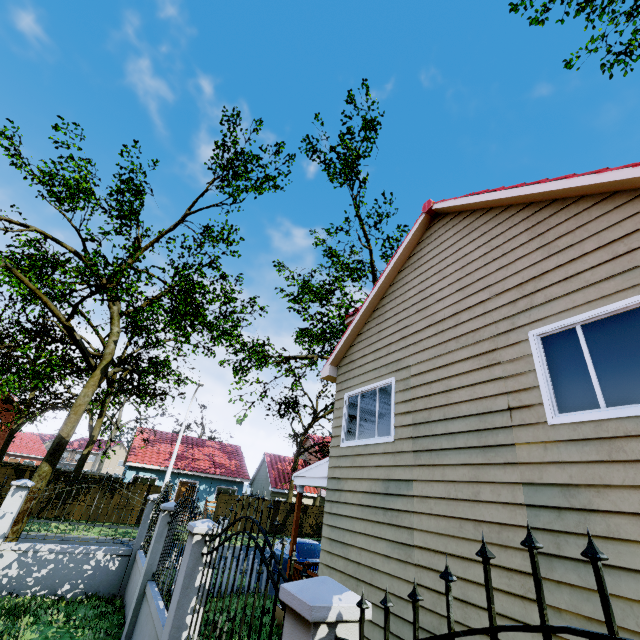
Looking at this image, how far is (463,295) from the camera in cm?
633

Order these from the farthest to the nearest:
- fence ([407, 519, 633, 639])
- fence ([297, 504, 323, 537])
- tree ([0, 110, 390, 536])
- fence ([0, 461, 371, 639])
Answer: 1. fence ([297, 504, 323, 537])
2. tree ([0, 110, 390, 536])
3. fence ([0, 461, 371, 639])
4. fence ([407, 519, 633, 639])

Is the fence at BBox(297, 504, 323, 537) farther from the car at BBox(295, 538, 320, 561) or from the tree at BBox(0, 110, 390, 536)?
the car at BBox(295, 538, 320, 561)

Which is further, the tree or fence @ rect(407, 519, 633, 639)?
the tree

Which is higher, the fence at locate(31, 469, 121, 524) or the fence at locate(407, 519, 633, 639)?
the fence at locate(407, 519, 633, 639)

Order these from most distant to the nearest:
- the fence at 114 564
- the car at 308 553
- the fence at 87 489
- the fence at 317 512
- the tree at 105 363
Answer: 1. the fence at 317 512
2. the car at 308 553
3. the tree at 105 363
4. the fence at 87 489
5. the fence at 114 564

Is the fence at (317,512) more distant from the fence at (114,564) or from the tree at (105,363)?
the fence at (114,564)
